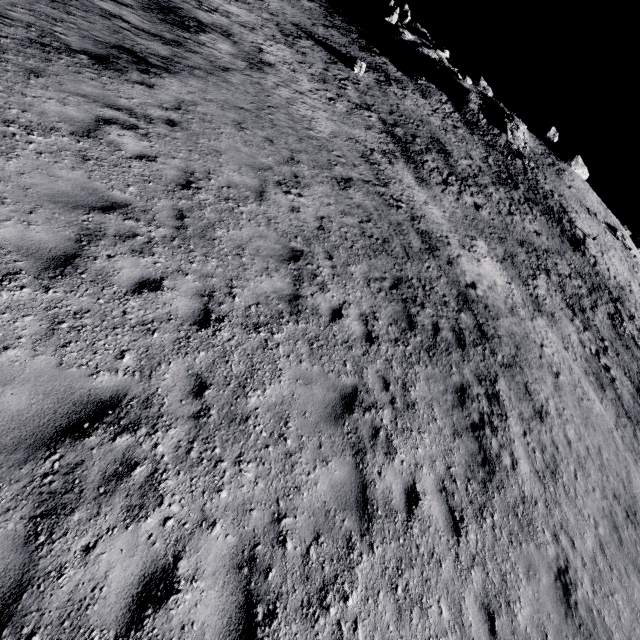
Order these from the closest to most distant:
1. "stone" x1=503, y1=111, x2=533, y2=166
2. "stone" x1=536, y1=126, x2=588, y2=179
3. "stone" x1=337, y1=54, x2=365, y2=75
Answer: "stone" x1=337, y1=54, x2=365, y2=75, "stone" x1=503, y1=111, x2=533, y2=166, "stone" x1=536, y1=126, x2=588, y2=179

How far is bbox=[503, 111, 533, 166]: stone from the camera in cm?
4303

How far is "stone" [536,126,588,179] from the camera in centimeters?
5634cm

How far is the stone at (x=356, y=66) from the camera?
30.27m

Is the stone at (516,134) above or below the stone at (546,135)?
below

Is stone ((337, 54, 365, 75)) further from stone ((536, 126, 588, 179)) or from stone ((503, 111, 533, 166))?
stone ((536, 126, 588, 179))

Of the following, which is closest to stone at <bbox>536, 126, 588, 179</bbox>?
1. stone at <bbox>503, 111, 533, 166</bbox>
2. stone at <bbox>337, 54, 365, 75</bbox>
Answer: stone at <bbox>503, 111, 533, 166</bbox>

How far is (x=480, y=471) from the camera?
7.2m
